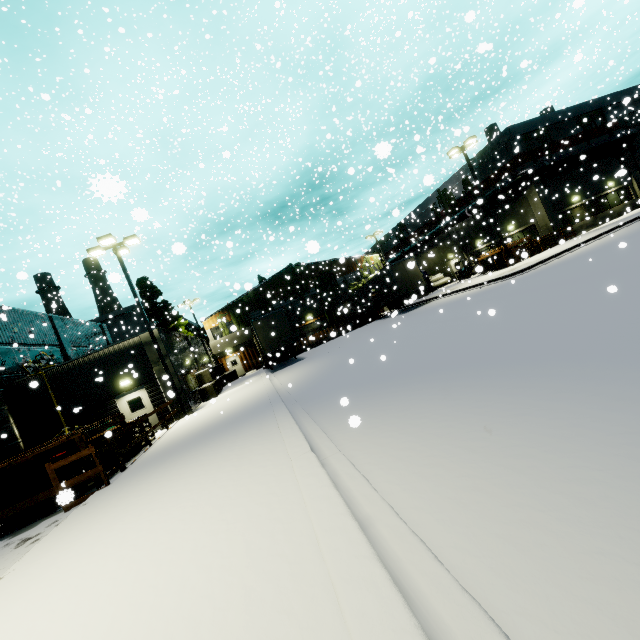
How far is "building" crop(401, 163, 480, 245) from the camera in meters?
33.0

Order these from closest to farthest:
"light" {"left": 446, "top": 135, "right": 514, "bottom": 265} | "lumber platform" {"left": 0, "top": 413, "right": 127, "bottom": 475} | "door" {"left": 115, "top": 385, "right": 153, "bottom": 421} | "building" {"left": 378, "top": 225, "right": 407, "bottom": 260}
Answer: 1. "lumber platform" {"left": 0, "top": 413, "right": 127, "bottom": 475}
2. "door" {"left": 115, "top": 385, "right": 153, "bottom": 421}
3. "light" {"left": 446, "top": 135, "right": 514, "bottom": 265}
4. "building" {"left": 378, "top": 225, "right": 407, "bottom": 260}

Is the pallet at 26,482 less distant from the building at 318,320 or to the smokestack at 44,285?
the building at 318,320

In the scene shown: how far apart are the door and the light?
25.9m

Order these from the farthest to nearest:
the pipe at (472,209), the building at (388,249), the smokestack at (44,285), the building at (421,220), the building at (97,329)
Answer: the smokestack at (44,285) < the building at (388,249) < the building at (421,220) < the pipe at (472,209) < the building at (97,329)

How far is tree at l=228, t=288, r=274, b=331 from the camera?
38.2m

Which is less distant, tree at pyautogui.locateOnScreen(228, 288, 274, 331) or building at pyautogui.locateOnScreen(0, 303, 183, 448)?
building at pyautogui.locateOnScreen(0, 303, 183, 448)

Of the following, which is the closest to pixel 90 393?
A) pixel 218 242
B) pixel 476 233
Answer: pixel 218 242
